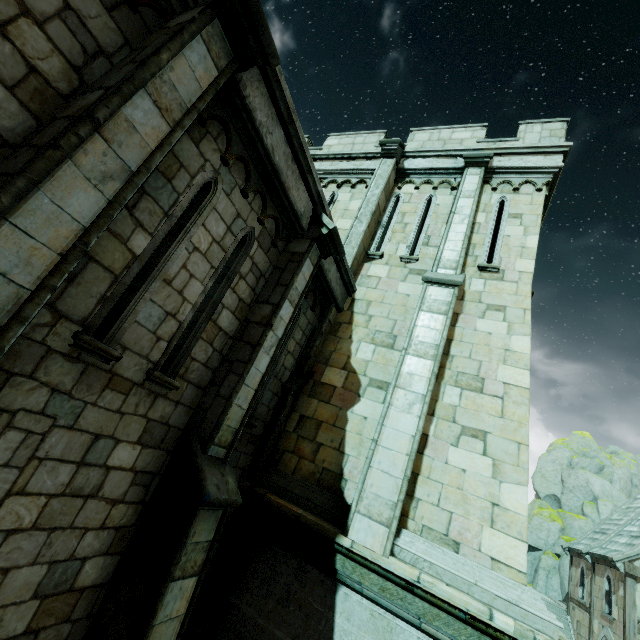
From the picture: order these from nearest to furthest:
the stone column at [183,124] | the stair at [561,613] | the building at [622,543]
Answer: the stone column at [183,124] < the building at [622,543] < the stair at [561,613]

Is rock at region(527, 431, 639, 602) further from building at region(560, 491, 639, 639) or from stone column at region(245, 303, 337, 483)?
stone column at region(245, 303, 337, 483)

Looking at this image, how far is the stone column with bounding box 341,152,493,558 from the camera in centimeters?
514cm

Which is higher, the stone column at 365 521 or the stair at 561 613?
the stone column at 365 521

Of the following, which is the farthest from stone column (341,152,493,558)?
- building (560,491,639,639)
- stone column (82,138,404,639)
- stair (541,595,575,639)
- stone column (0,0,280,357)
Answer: stair (541,595,575,639)

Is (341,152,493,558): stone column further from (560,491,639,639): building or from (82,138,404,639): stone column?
(560,491,639,639): building

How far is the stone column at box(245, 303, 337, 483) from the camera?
6.2m

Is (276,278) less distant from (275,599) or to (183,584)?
(183,584)
